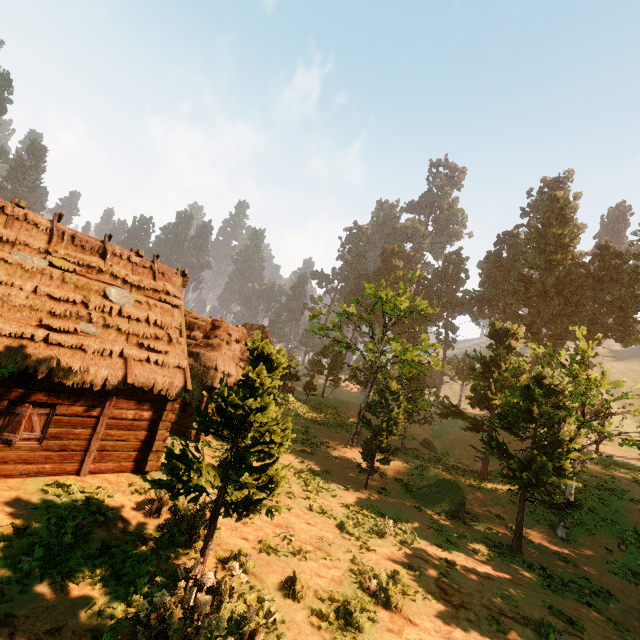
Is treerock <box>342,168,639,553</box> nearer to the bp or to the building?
the building

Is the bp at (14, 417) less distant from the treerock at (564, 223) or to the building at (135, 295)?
the building at (135, 295)

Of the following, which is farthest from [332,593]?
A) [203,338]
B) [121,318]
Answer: [203,338]

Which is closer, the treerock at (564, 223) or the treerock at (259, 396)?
the treerock at (259, 396)

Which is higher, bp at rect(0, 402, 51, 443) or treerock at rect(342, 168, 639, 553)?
treerock at rect(342, 168, 639, 553)

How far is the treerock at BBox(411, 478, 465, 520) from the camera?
17.3 meters

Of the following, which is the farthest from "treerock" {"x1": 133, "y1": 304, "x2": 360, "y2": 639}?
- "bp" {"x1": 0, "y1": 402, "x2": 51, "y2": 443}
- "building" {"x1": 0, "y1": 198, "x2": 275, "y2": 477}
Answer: "bp" {"x1": 0, "y1": 402, "x2": 51, "y2": 443}
